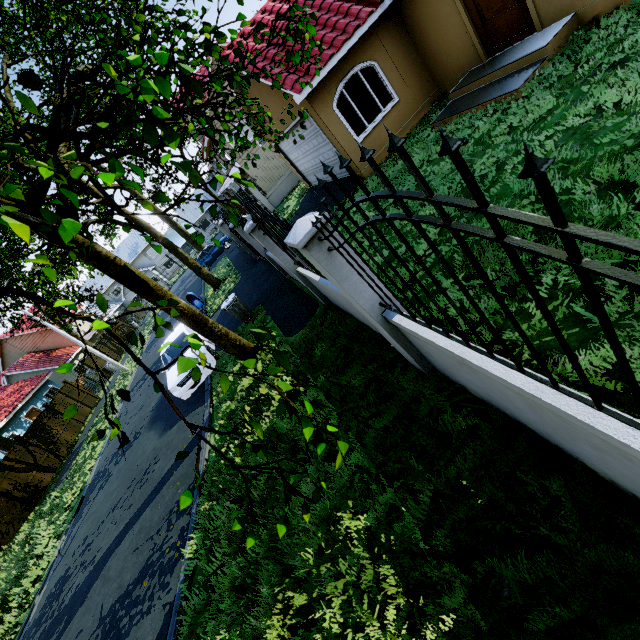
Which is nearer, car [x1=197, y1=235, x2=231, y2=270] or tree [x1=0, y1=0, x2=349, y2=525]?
tree [x1=0, y1=0, x2=349, y2=525]

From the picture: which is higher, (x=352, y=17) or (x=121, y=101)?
(x=121, y=101)

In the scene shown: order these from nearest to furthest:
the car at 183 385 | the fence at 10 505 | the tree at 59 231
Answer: the tree at 59 231 < the car at 183 385 < the fence at 10 505

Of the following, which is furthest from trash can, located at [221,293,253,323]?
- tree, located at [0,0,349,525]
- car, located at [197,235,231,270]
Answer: car, located at [197,235,231,270]

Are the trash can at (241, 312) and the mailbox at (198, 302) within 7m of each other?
yes

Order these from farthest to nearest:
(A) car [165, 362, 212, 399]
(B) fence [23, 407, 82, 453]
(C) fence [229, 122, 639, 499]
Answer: (B) fence [23, 407, 82, 453] → (A) car [165, 362, 212, 399] → (C) fence [229, 122, 639, 499]

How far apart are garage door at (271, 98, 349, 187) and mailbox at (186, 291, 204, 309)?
7.78m

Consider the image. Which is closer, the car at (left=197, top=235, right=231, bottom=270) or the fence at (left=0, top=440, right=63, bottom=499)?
the fence at (left=0, top=440, right=63, bottom=499)
